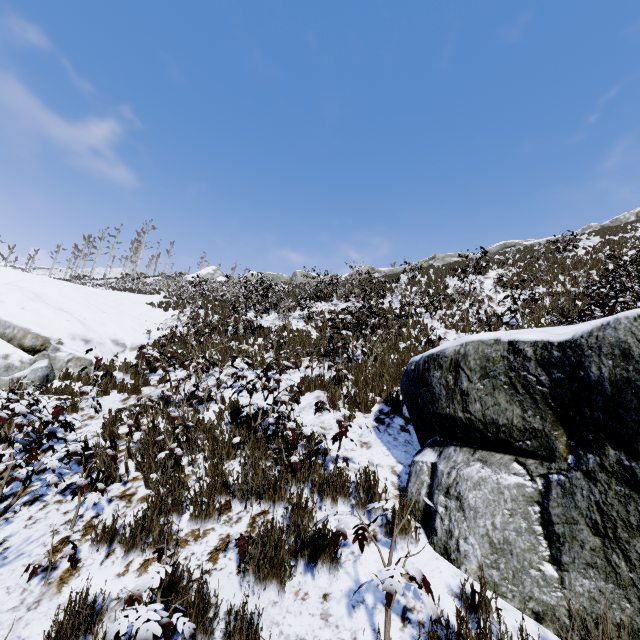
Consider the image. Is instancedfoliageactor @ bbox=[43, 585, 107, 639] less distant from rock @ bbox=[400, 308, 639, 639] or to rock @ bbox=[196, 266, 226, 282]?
rock @ bbox=[400, 308, 639, 639]

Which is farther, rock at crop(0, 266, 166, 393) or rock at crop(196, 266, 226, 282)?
rock at crop(196, 266, 226, 282)

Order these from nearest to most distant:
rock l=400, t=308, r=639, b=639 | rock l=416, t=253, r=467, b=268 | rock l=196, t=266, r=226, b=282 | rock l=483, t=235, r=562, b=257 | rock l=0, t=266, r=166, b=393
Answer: rock l=400, t=308, r=639, b=639 → rock l=0, t=266, r=166, b=393 → rock l=416, t=253, r=467, b=268 → rock l=483, t=235, r=562, b=257 → rock l=196, t=266, r=226, b=282

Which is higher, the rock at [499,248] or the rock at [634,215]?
the rock at [634,215]

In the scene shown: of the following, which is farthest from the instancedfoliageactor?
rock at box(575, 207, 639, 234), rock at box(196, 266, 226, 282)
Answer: rock at box(196, 266, 226, 282)

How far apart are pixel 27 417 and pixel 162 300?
16.2m

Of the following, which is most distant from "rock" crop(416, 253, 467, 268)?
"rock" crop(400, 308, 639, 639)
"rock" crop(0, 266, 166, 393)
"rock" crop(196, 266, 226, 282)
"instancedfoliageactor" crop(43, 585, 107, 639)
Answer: "instancedfoliageactor" crop(43, 585, 107, 639)

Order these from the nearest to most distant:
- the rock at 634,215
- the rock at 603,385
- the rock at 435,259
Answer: the rock at 603,385 → the rock at 435,259 → the rock at 634,215
